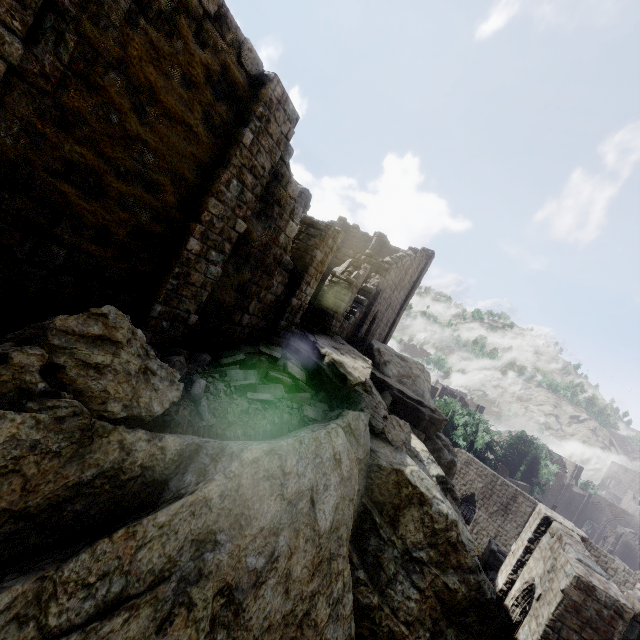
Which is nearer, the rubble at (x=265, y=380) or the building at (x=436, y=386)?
the rubble at (x=265, y=380)

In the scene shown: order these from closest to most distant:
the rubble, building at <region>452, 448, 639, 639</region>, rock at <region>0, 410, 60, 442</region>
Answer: rock at <region>0, 410, 60, 442</region> < the rubble < building at <region>452, 448, 639, 639</region>

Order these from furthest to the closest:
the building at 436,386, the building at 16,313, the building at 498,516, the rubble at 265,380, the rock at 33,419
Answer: the building at 436,386 → the building at 498,516 → the rubble at 265,380 → the building at 16,313 → the rock at 33,419

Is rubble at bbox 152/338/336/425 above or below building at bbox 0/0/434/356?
below

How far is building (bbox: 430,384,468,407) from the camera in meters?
55.4 m

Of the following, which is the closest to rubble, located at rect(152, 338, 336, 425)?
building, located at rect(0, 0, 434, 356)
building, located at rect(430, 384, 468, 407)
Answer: building, located at rect(0, 0, 434, 356)

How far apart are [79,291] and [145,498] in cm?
388

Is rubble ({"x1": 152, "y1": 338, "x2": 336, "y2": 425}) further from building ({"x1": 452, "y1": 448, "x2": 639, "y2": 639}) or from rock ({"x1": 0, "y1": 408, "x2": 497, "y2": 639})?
building ({"x1": 452, "y1": 448, "x2": 639, "y2": 639})
